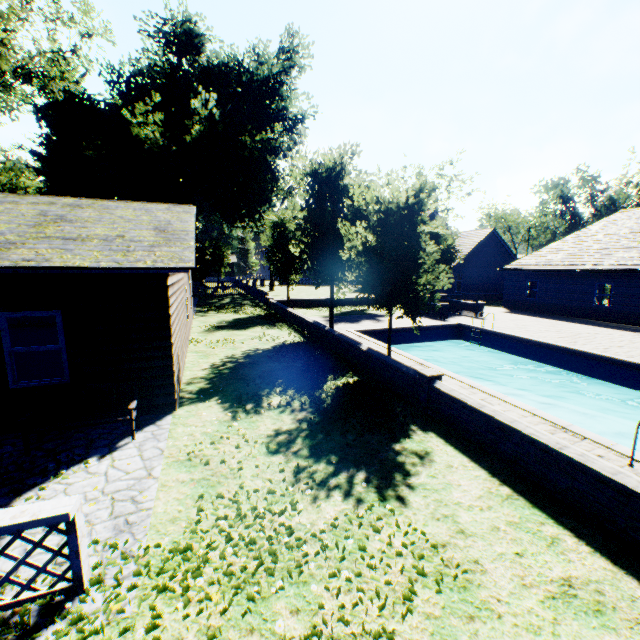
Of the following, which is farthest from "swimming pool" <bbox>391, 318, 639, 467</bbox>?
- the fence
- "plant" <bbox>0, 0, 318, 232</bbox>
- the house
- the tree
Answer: the fence

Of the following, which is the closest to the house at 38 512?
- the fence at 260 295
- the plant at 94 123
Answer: the plant at 94 123

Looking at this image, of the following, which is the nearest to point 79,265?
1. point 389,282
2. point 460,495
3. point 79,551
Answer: point 79,551

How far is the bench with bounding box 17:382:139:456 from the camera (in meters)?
5.98

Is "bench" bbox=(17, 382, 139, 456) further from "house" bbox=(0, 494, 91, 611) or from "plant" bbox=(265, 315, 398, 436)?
"plant" bbox=(265, 315, 398, 436)

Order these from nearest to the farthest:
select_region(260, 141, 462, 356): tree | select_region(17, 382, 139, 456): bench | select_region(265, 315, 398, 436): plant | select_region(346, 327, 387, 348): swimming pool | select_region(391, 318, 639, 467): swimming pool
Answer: select_region(17, 382, 139, 456): bench → select_region(265, 315, 398, 436): plant → select_region(391, 318, 639, 467): swimming pool → select_region(260, 141, 462, 356): tree → select_region(346, 327, 387, 348): swimming pool

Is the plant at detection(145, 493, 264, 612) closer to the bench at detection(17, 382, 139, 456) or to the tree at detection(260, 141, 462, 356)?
the tree at detection(260, 141, 462, 356)

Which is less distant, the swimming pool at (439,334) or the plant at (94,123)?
the swimming pool at (439,334)
